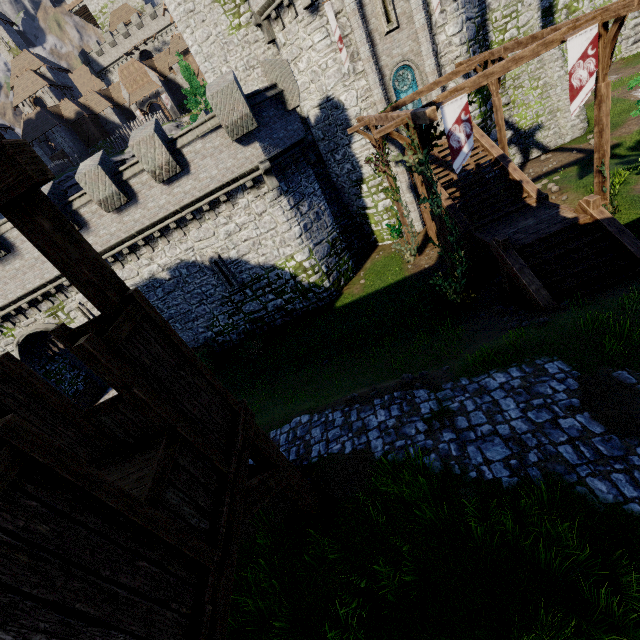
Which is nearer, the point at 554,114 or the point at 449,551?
the point at 449,551

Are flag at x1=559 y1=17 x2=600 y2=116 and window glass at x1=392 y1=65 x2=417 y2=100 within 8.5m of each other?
no

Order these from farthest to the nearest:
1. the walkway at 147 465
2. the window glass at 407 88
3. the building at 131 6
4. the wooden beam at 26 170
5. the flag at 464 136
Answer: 1. the building at 131 6
2. the window glass at 407 88
3. the flag at 464 136
4. the walkway at 147 465
5. the wooden beam at 26 170

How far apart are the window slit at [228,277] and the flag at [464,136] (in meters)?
12.19

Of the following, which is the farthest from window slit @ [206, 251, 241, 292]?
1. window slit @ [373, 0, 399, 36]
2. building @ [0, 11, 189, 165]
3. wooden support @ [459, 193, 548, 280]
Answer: building @ [0, 11, 189, 165]

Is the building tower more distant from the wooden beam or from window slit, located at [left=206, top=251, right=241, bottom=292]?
the wooden beam

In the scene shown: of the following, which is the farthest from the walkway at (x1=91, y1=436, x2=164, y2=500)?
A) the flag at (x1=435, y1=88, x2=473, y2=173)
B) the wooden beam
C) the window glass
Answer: the window glass

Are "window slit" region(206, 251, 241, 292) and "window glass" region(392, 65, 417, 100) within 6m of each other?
no
